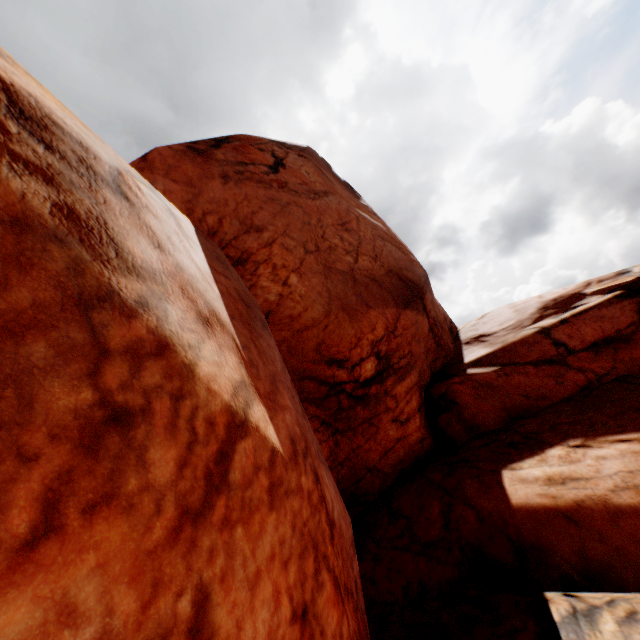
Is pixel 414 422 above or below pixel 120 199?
below
